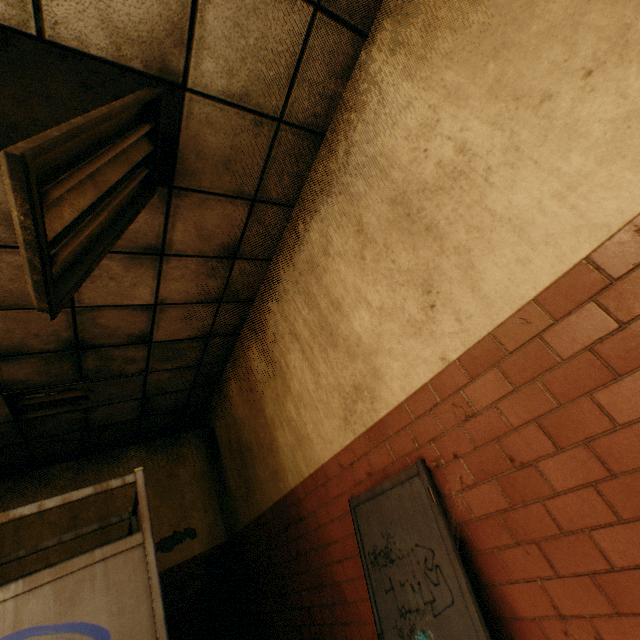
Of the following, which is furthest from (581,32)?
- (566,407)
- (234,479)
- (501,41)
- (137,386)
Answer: (234,479)

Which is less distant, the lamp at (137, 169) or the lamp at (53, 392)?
the lamp at (137, 169)

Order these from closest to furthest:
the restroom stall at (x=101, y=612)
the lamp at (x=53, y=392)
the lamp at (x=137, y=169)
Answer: the lamp at (x=137, y=169) < the restroom stall at (x=101, y=612) < the lamp at (x=53, y=392)

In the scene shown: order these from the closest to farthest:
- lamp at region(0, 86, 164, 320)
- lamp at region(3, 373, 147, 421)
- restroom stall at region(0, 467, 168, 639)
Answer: lamp at region(0, 86, 164, 320)
restroom stall at region(0, 467, 168, 639)
lamp at region(3, 373, 147, 421)

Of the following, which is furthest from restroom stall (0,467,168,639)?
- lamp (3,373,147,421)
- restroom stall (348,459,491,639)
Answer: lamp (3,373,147,421)

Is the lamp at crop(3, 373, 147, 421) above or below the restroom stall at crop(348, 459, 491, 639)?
above

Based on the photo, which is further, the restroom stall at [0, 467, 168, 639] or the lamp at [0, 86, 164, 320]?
the restroom stall at [0, 467, 168, 639]

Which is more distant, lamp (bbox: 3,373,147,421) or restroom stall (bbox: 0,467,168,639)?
lamp (bbox: 3,373,147,421)
